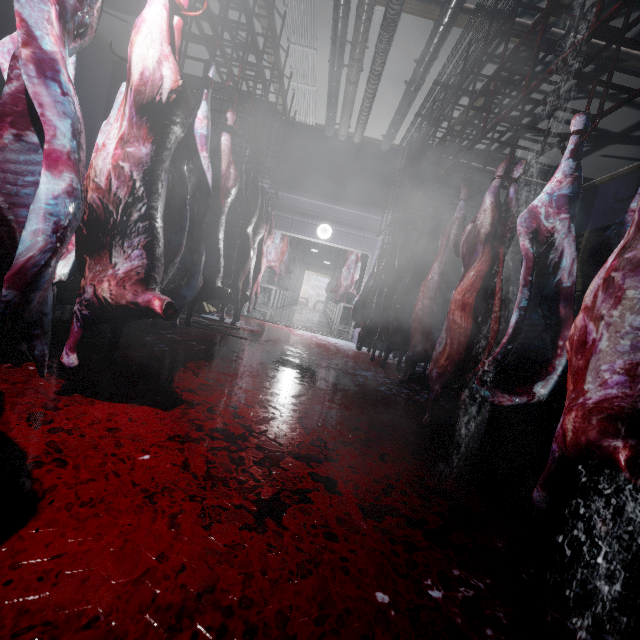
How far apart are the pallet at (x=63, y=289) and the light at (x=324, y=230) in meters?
3.4

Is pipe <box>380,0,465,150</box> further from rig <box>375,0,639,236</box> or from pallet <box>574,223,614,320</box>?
pallet <box>574,223,614,320</box>

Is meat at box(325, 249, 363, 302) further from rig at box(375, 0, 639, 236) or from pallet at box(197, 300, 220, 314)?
pallet at box(197, 300, 220, 314)

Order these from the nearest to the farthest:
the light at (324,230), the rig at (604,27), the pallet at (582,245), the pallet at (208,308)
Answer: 1. the rig at (604,27)
2. the pallet at (582,245)
3. the pallet at (208,308)
4. the light at (324,230)

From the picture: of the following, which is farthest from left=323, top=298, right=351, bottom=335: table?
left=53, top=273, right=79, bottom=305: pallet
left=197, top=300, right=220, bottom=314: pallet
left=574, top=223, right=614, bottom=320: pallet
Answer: left=53, top=273, right=79, bottom=305: pallet

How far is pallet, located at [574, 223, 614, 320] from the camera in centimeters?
411cm

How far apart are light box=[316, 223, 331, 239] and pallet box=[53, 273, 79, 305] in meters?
3.4 m

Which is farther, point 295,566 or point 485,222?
point 485,222
